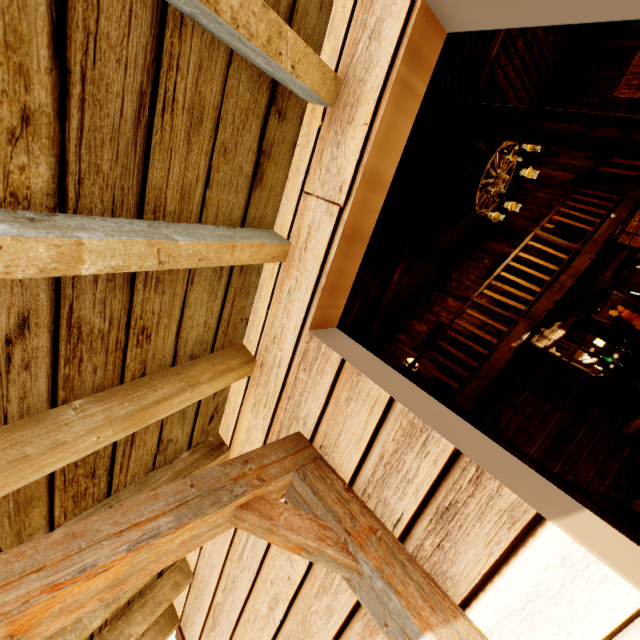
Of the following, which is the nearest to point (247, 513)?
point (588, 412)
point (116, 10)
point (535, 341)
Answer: point (116, 10)

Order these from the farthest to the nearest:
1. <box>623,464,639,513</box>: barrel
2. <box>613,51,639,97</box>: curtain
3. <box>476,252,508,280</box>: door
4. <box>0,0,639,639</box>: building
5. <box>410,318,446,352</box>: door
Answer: <box>476,252,508,280</box>: door
<box>410,318,446,352</box>: door
<box>613,51,639,97</box>: curtain
<box>623,464,639,513</box>: barrel
<box>0,0,639,639</box>: building

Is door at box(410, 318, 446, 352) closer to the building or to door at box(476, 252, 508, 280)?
the building

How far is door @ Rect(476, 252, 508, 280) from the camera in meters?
9.5 m

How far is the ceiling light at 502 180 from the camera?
5.61m

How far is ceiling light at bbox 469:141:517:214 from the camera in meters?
5.6

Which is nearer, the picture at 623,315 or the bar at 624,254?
the bar at 624,254

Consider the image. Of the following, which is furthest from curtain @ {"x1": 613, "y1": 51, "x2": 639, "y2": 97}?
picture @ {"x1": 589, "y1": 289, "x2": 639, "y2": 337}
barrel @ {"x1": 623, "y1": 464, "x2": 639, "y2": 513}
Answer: barrel @ {"x1": 623, "y1": 464, "x2": 639, "y2": 513}
